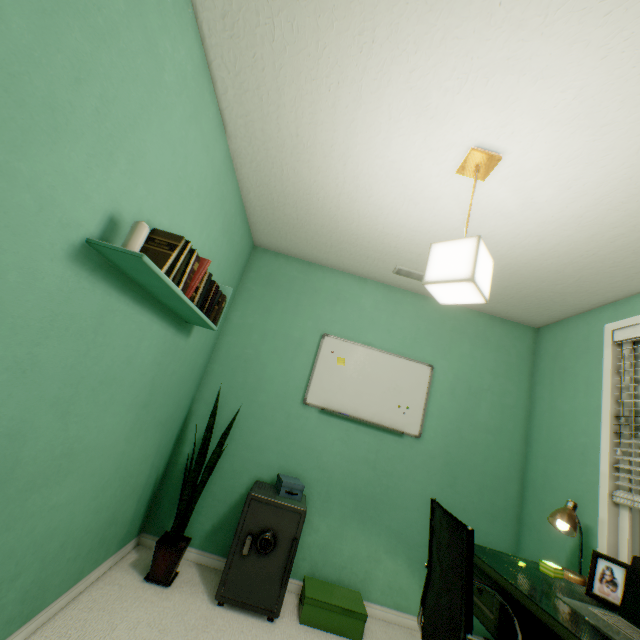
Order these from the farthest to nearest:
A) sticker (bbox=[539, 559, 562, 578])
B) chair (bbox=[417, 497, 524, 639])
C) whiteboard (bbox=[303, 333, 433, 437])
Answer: whiteboard (bbox=[303, 333, 433, 437])
sticker (bbox=[539, 559, 562, 578])
chair (bbox=[417, 497, 524, 639])

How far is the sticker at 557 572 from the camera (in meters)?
1.71

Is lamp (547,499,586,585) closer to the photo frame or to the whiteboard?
the photo frame

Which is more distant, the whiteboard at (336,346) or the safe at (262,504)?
the whiteboard at (336,346)

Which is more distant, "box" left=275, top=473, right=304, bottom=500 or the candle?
"box" left=275, top=473, right=304, bottom=500

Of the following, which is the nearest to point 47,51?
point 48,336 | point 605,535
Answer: point 48,336

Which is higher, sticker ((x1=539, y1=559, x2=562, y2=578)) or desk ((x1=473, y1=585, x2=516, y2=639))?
sticker ((x1=539, y1=559, x2=562, y2=578))

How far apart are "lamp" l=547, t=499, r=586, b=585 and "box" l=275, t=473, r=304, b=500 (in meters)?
1.49
